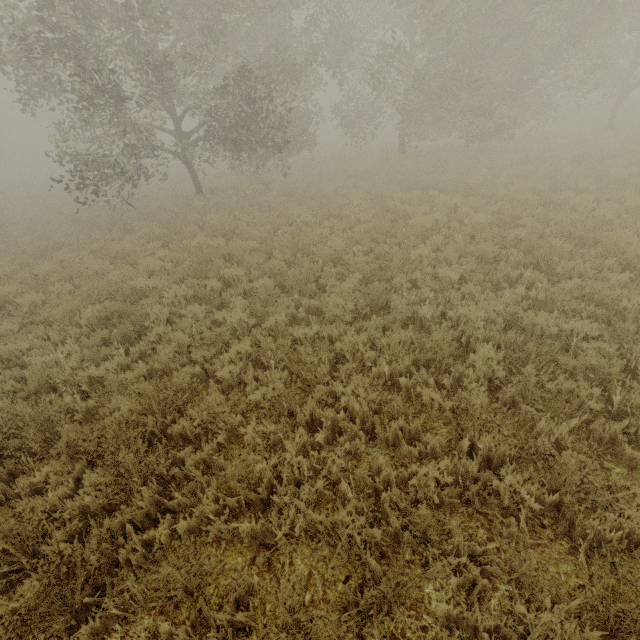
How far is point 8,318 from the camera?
8.01m
